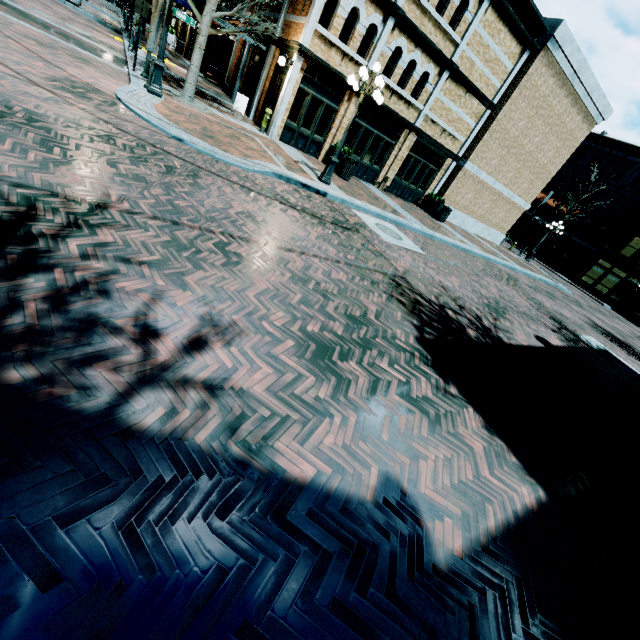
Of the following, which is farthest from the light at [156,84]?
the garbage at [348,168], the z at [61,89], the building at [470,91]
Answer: the garbage at [348,168]

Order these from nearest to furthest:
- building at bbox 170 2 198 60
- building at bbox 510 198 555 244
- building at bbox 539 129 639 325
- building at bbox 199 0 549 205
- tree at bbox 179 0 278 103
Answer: tree at bbox 179 0 278 103
building at bbox 199 0 549 205
building at bbox 170 2 198 60
building at bbox 539 129 639 325
building at bbox 510 198 555 244

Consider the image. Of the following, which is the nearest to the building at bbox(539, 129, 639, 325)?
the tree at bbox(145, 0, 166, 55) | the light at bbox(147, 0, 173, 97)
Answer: the tree at bbox(145, 0, 166, 55)

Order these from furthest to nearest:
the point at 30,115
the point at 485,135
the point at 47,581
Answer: the point at 485,135 < the point at 30,115 < the point at 47,581

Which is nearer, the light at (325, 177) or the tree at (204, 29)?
the light at (325, 177)

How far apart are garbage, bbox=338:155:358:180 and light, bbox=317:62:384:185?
3.0m

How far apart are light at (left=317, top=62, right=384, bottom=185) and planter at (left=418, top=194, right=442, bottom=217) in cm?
969

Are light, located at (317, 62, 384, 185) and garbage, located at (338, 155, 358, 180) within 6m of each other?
yes
